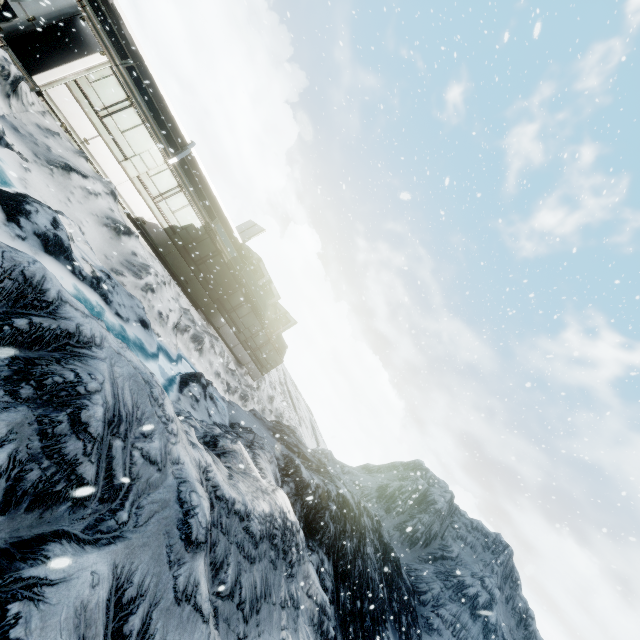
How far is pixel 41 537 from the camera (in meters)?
1.81
